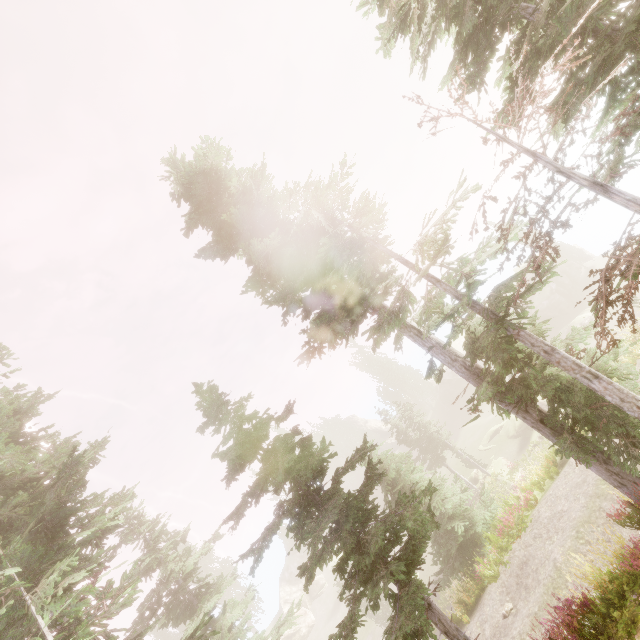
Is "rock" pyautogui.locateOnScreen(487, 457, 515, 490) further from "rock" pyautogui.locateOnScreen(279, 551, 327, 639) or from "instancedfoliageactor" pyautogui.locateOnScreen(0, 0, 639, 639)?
"rock" pyautogui.locateOnScreen(279, 551, 327, 639)

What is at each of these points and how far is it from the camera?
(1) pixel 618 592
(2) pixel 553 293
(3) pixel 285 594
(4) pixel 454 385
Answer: (1) instancedfoliageactor, 7.66m
(2) rock, 40.69m
(3) rock, 50.59m
(4) rock, 51.34m

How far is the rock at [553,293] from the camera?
40.0 meters

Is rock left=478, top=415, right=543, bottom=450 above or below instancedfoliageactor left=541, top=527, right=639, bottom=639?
below

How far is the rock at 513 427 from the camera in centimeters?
2822cm

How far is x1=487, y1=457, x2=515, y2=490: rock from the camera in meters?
26.3

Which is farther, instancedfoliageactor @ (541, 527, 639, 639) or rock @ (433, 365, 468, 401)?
rock @ (433, 365, 468, 401)

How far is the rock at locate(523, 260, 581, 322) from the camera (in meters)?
40.00
